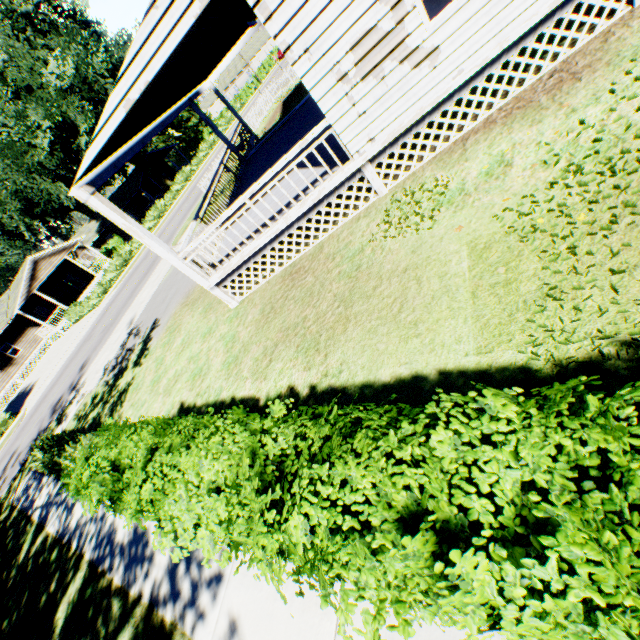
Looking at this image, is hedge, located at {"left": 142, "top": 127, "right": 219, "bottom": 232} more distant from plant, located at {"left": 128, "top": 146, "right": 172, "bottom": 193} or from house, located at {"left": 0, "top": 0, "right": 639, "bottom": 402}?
house, located at {"left": 0, "top": 0, "right": 639, "bottom": 402}

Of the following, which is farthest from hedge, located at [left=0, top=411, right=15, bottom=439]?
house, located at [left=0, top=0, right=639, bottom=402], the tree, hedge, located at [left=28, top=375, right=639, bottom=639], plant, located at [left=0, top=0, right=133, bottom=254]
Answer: the tree

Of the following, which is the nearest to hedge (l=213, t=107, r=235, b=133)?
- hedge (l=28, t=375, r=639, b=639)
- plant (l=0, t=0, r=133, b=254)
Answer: plant (l=0, t=0, r=133, b=254)

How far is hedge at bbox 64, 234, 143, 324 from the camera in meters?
29.7 m

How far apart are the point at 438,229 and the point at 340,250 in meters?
2.3 m

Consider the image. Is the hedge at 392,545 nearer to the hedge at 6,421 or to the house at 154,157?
the hedge at 6,421

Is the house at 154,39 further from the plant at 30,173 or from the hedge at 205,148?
the hedge at 205,148

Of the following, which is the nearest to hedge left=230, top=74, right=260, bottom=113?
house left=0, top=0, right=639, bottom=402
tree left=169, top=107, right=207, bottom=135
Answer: tree left=169, top=107, right=207, bottom=135
